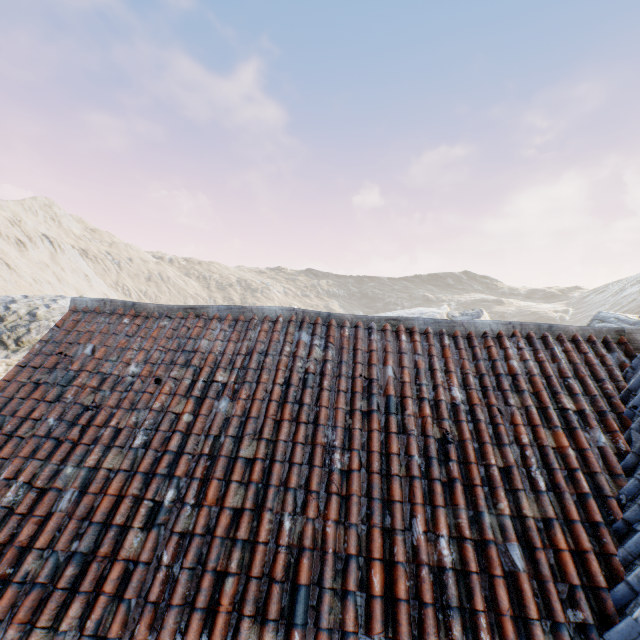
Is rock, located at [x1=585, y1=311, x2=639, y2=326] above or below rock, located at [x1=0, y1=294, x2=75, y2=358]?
above

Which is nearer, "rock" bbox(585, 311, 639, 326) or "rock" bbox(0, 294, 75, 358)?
"rock" bbox(585, 311, 639, 326)

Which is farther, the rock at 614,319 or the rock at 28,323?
the rock at 28,323

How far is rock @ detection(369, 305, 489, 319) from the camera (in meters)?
21.30

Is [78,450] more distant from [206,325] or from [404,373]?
[404,373]

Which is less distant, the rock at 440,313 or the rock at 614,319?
the rock at 614,319

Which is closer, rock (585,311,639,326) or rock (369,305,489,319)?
rock (585,311,639,326)
